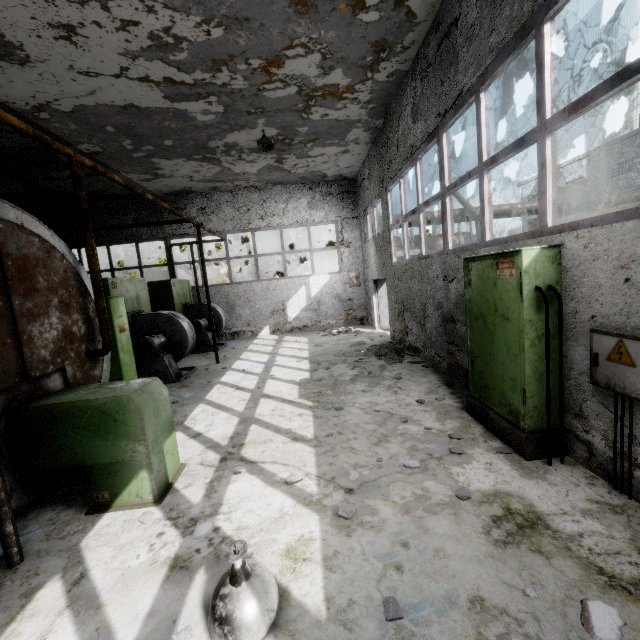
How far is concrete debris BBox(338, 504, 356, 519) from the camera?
3.2m

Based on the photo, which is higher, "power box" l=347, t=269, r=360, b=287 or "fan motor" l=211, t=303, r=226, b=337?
"power box" l=347, t=269, r=360, b=287

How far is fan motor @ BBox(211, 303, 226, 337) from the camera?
13.17m

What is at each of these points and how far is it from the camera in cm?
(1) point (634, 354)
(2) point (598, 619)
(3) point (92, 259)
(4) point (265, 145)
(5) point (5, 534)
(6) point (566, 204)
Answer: (1) power box, 283
(2) concrete debris, 207
(3) pipe, 474
(4) ceiling lamp, 972
(5) pipe holder, 296
(6) pipe, 1642

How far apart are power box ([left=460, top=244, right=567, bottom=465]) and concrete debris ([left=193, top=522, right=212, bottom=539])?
3.61m

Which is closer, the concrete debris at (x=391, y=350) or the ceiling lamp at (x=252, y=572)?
the ceiling lamp at (x=252, y=572)

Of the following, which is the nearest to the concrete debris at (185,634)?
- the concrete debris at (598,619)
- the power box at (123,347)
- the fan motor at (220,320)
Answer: the concrete debris at (598,619)

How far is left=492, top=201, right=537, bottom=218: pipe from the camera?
16.3m
